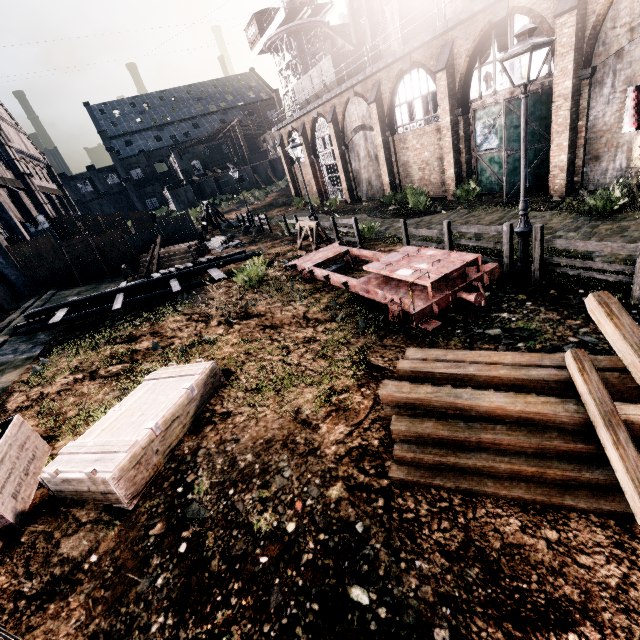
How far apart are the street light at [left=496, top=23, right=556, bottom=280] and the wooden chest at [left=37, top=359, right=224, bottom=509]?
8.6m

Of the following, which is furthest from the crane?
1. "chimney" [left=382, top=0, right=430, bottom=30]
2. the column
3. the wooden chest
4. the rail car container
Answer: the wooden chest

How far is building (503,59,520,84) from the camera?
15.0m

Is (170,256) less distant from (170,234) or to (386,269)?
(170,234)

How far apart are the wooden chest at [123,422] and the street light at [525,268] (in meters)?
8.61

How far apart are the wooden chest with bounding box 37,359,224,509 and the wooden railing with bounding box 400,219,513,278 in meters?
8.3

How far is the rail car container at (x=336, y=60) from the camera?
26.2m

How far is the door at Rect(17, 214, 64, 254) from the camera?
30.6m
